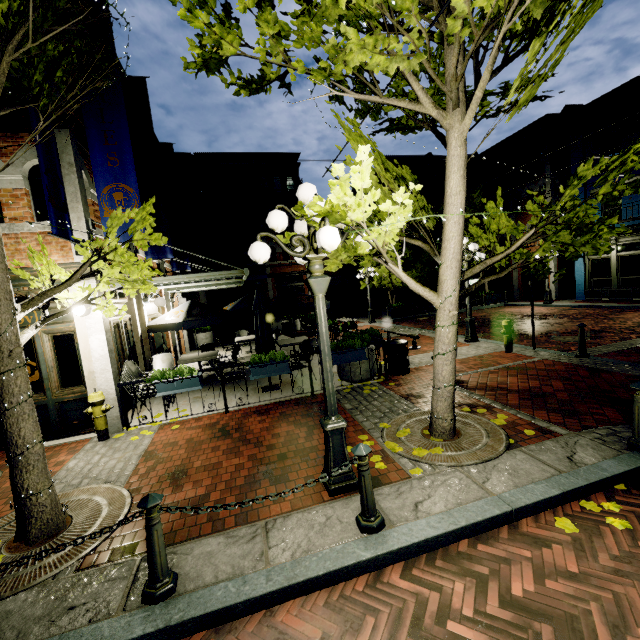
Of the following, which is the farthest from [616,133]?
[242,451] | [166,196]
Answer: [242,451]

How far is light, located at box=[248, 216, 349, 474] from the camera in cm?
327

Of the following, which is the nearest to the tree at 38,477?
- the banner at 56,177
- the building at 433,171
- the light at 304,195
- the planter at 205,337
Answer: the light at 304,195

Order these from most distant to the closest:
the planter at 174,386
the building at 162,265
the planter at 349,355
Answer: the building at 162,265 → the planter at 349,355 → the planter at 174,386

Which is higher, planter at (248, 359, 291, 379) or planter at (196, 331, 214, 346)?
planter at (248, 359, 291, 379)

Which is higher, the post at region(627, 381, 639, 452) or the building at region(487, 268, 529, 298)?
the building at region(487, 268, 529, 298)

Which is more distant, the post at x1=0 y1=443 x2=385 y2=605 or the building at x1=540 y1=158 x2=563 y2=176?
the building at x1=540 y1=158 x2=563 y2=176

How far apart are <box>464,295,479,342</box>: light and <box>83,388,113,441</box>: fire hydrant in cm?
1061
